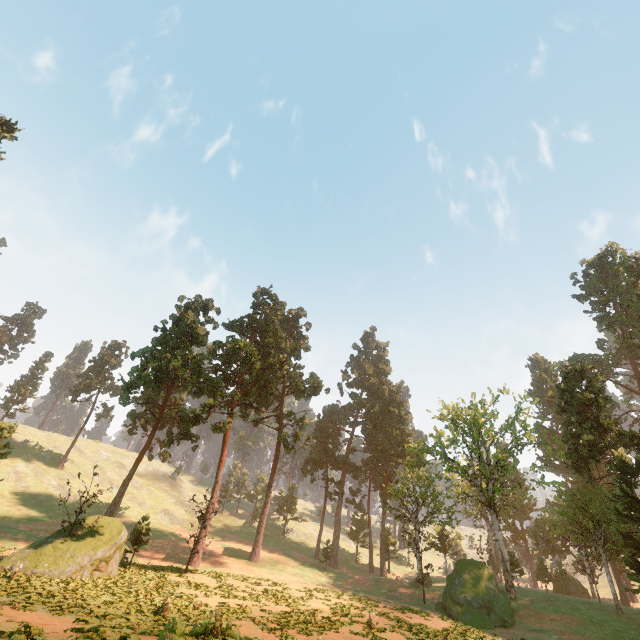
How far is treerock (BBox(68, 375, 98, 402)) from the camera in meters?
57.5 m

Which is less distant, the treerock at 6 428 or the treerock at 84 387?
the treerock at 6 428

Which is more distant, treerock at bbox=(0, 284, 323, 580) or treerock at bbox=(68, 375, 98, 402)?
treerock at bbox=(68, 375, 98, 402)

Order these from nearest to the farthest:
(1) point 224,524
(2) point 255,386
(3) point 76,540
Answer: (3) point 76,540, (2) point 255,386, (1) point 224,524

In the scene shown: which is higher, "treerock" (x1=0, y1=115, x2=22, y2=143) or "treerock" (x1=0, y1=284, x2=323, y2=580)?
"treerock" (x1=0, y1=115, x2=22, y2=143)

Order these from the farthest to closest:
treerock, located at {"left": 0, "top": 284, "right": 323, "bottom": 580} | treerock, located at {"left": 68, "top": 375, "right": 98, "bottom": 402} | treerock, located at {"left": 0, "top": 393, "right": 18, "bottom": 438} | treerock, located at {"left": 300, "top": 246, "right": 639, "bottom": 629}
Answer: treerock, located at {"left": 68, "top": 375, "right": 98, "bottom": 402} < treerock, located at {"left": 0, "top": 393, "right": 18, "bottom": 438} < treerock, located at {"left": 300, "top": 246, "right": 639, "bottom": 629} < treerock, located at {"left": 0, "top": 284, "right": 323, "bottom": 580}

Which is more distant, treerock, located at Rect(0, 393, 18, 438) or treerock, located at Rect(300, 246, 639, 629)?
treerock, located at Rect(0, 393, 18, 438)
